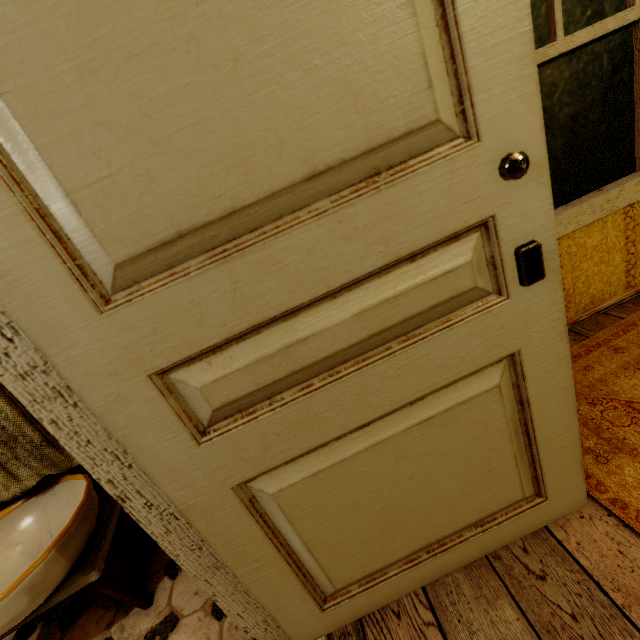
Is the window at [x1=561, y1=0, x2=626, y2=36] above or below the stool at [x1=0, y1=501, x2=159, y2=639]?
above

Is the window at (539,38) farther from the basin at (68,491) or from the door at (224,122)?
the basin at (68,491)

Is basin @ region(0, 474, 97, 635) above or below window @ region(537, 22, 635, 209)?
below

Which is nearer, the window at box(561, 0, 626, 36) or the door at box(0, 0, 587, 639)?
the door at box(0, 0, 587, 639)

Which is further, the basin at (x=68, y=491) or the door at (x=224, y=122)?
the basin at (x=68, y=491)

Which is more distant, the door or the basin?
the basin

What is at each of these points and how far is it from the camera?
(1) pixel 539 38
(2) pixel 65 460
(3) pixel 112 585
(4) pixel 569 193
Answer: (1) window, 1.5m
(2) curtain, 1.5m
(3) stool, 1.4m
(4) window, 1.8m
